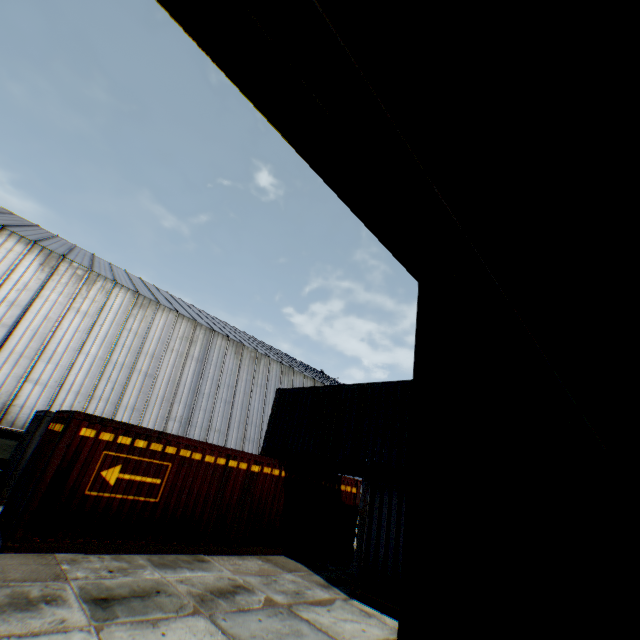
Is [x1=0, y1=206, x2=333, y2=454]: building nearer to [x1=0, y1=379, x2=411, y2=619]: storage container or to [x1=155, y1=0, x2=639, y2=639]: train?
[x1=0, y1=379, x2=411, y2=619]: storage container

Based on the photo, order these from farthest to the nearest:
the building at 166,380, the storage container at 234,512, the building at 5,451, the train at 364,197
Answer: the building at 166,380 < the building at 5,451 < the storage container at 234,512 < the train at 364,197

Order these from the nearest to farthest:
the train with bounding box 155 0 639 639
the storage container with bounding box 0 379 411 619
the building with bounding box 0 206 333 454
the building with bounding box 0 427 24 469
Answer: the train with bounding box 155 0 639 639 < the storage container with bounding box 0 379 411 619 < the building with bounding box 0 427 24 469 < the building with bounding box 0 206 333 454

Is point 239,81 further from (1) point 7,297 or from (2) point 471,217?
(1) point 7,297

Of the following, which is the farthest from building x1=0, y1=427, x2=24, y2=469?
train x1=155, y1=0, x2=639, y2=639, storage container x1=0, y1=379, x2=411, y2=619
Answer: train x1=155, y1=0, x2=639, y2=639

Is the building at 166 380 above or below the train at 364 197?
above
